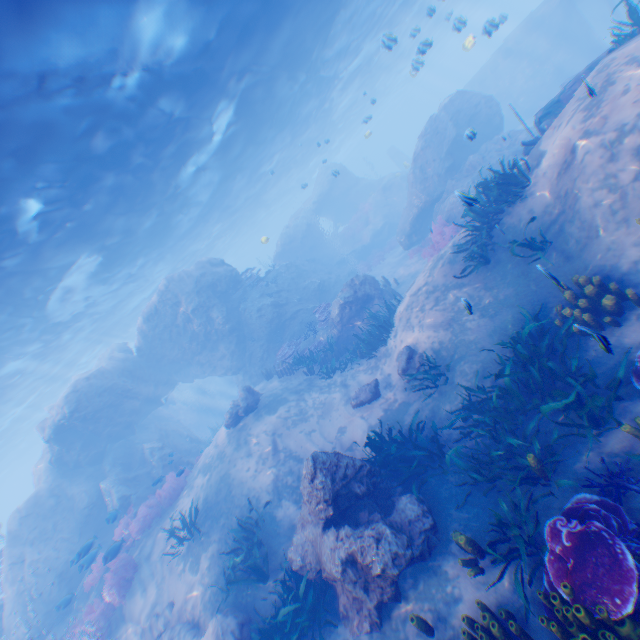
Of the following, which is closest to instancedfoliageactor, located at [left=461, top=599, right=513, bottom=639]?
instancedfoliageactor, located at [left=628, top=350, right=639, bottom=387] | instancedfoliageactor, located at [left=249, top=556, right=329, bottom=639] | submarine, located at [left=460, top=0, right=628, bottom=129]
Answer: instancedfoliageactor, located at [left=249, top=556, right=329, bottom=639]

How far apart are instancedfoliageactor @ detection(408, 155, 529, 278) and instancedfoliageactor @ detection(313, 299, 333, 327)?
7.8m

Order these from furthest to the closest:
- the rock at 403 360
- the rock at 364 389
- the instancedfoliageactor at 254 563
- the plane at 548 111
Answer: the rock at 364 389, the rock at 403 360, the plane at 548 111, the instancedfoliageactor at 254 563

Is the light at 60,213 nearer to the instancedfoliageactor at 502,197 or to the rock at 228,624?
the rock at 228,624

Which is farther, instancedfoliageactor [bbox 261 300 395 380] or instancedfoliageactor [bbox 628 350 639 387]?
instancedfoliageactor [bbox 261 300 395 380]

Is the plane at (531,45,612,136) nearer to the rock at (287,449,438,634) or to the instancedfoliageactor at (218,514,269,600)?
the rock at (287,449,438,634)

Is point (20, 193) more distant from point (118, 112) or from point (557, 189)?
point (557, 189)

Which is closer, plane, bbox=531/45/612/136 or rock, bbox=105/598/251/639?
rock, bbox=105/598/251/639
